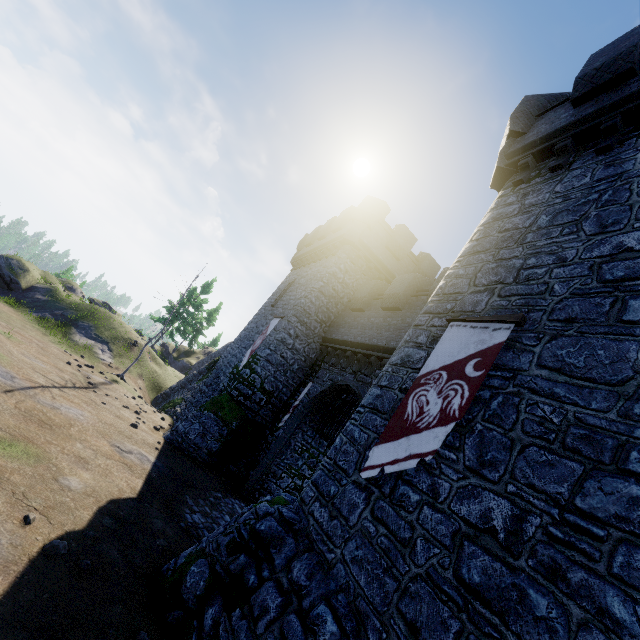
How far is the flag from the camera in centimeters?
558cm

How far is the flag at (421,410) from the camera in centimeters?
558cm

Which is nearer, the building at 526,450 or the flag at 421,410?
the building at 526,450

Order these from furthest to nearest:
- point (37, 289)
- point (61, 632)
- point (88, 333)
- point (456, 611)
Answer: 1. point (37, 289)
2. point (88, 333)
3. point (61, 632)
4. point (456, 611)

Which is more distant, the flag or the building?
the flag
